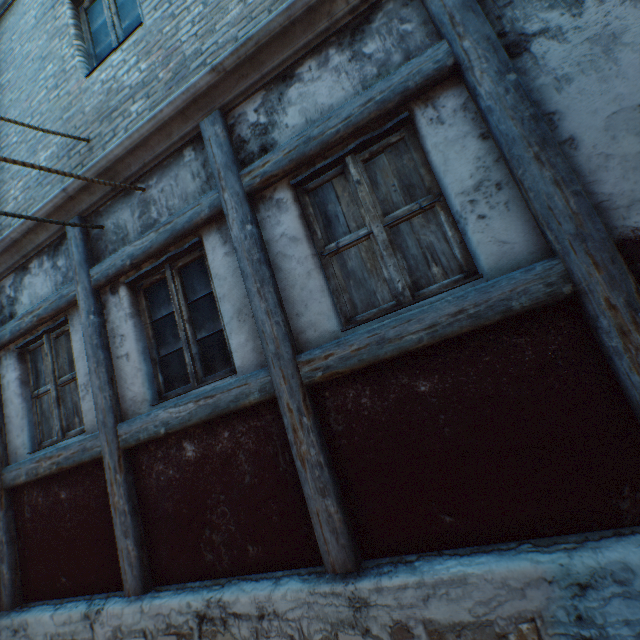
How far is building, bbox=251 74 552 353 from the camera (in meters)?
2.03

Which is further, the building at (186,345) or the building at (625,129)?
the building at (186,345)

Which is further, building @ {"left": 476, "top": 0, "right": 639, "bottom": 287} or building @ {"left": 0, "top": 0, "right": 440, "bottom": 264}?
A: building @ {"left": 0, "top": 0, "right": 440, "bottom": 264}

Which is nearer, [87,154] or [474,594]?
[474,594]

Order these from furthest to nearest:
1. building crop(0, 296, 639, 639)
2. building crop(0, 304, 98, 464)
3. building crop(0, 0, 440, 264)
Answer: building crop(0, 304, 98, 464) < building crop(0, 0, 440, 264) < building crop(0, 296, 639, 639)
